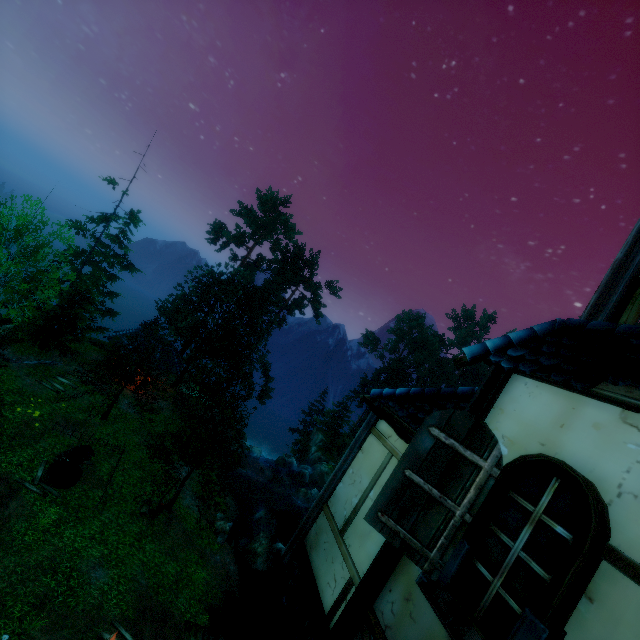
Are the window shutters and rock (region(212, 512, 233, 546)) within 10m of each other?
no

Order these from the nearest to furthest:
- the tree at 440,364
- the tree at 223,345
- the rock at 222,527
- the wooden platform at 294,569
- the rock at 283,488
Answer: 1. the wooden platform at 294,569
2. the tree at 223,345
3. the rock at 222,527
4. the rock at 283,488
5. the tree at 440,364

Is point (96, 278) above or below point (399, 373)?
below

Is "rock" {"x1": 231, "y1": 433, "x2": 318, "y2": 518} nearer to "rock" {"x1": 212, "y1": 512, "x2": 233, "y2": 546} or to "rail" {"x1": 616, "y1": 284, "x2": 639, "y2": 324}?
"rock" {"x1": 212, "y1": 512, "x2": 233, "y2": 546}

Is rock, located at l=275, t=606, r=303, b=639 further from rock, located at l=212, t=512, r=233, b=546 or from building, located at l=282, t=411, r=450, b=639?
building, located at l=282, t=411, r=450, b=639

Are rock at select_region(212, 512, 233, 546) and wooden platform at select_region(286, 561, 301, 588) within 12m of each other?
no

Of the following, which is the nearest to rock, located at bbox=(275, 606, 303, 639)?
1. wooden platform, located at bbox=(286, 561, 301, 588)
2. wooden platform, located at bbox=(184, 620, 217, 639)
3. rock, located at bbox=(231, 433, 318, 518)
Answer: wooden platform, located at bbox=(184, 620, 217, 639)

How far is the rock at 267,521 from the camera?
20.4m
